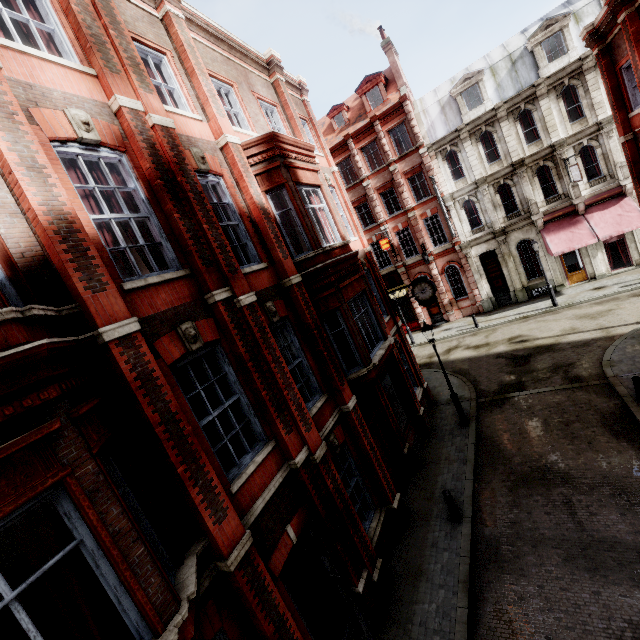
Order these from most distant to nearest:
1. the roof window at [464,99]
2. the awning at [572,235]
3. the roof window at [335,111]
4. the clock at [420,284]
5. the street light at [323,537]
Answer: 1. the roof window at [335,111]
2. the roof window at [464,99]
3. the awning at [572,235]
4. the clock at [420,284]
5. the street light at [323,537]

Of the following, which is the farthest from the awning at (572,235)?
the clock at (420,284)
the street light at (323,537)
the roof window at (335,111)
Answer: the street light at (323,537)

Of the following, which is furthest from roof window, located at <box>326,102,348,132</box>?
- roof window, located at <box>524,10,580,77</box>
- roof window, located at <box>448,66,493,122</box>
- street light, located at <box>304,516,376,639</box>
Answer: street light, located at <box>304,516,376,639</box>

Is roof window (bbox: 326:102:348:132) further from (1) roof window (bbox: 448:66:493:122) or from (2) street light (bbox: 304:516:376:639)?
(2) street light (bbox: 304:516:376:639)

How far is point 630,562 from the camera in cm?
685

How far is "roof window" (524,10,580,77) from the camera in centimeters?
2044cm

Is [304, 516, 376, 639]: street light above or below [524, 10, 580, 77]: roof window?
below

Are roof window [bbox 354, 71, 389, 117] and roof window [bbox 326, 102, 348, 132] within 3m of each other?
yes
